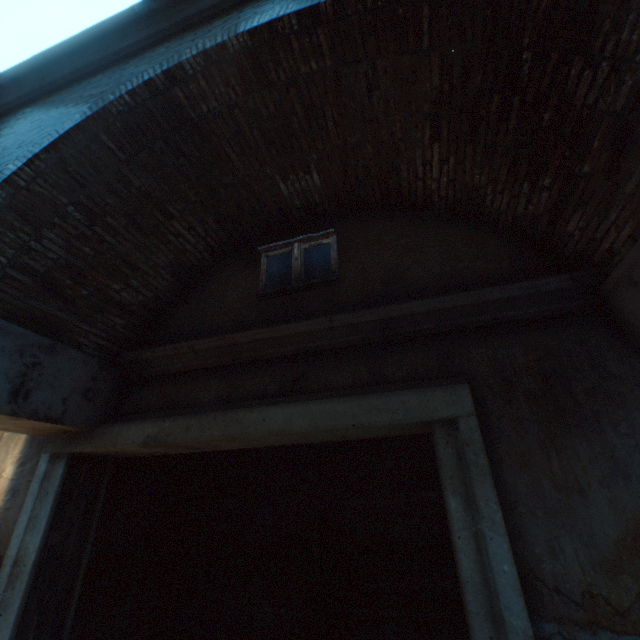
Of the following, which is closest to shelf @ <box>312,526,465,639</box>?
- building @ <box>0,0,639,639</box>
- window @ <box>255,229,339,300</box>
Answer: window @ <box>255,229,339,300</box>

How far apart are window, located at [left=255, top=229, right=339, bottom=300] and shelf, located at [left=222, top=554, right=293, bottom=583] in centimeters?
364cm

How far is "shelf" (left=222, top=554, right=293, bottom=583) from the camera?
4.48m

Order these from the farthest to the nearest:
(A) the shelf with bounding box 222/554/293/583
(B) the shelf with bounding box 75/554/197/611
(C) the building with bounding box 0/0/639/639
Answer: (A) the shelf with bounding box 222/554/293/583 < (B) the shelf with bounding box 75/554/197/611 < (C) the building with bounding box 0/0/639/639

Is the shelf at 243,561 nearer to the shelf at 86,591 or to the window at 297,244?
the shelf at 86,591

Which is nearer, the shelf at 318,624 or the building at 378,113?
the building at 378,113

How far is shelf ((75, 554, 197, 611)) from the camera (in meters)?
3.64

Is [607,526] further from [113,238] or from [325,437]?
[113,238]
